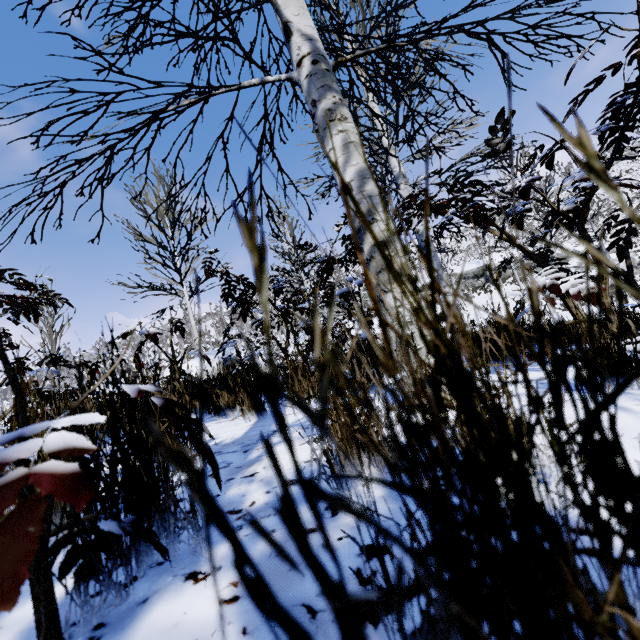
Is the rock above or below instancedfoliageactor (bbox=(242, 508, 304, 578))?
above

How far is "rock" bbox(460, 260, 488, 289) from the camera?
36.9m

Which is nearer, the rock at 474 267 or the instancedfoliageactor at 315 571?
the instancedfoliageactor at 315 571

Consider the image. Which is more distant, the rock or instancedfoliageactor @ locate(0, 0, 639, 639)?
the rock

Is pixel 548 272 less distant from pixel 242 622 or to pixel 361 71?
pixel 242 622
